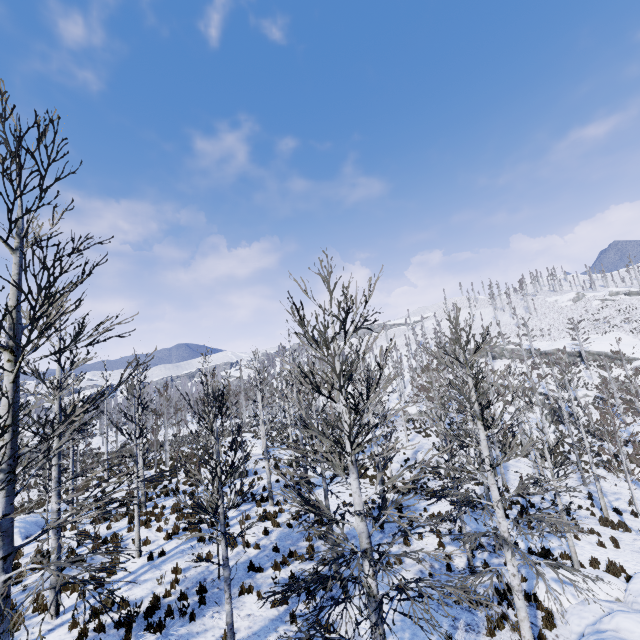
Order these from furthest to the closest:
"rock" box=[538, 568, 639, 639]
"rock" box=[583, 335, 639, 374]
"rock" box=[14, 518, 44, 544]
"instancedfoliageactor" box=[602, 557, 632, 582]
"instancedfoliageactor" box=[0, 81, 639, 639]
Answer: "rock" box=[583, 335, 639, 374] < "rock" box=[14, 518, 44, 544] < "instancedfoliageactor" box=[602, 557, 632, 582] < "rock" box=[538, 568, 639, 639] < "instancedfoliageactor" box=[0, 81, 639, 639]

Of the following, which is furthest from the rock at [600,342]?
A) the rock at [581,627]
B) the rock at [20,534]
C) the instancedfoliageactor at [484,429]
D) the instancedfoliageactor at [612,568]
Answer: the rock at [20,534]

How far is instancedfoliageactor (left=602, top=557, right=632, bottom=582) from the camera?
12.6m

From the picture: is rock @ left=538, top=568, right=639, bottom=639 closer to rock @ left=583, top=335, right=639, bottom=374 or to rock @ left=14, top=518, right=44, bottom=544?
rock @ left=14, top=518, right=44, bottom=544

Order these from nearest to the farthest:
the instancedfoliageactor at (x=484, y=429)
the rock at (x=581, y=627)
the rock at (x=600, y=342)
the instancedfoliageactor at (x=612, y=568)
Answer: the instancedfoliageactor at (x=484, y=429), the rock at (x=581, y=627), the instancedfoliageactor at (x=612, y=568), the rock at (x=600, y=342)

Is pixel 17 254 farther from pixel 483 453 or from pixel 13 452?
pixel 483 453

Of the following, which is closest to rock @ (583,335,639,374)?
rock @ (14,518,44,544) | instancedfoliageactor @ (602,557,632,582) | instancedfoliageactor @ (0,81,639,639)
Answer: instancedfoliageactor @ (0,81,639,639)

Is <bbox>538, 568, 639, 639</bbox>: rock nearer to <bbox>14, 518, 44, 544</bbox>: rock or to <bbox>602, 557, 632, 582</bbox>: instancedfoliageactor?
<bbox>602, 557, 632, 582</bbox>: instancedfoliageactor
